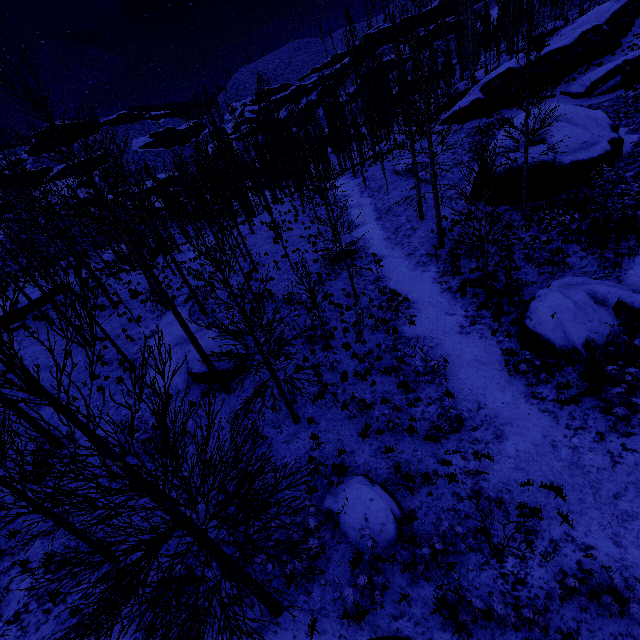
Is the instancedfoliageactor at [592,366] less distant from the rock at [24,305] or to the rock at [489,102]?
the rock at [489,102]

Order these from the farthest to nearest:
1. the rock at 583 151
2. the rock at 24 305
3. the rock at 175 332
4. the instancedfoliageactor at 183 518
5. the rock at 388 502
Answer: the rock at 24 305, the rock at 583 151, the rock at 175 332, the rock at 388 502, the instancedfoliageactor at 183 518

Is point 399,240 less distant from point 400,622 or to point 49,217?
point 400,622

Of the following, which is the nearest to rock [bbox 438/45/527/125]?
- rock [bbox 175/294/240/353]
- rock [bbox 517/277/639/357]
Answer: rock [bbox 517/277/639/357]

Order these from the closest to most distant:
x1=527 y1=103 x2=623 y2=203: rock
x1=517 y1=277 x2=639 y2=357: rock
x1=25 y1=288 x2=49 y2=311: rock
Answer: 1. x1=517 y1=277 x2=639 y2=357: rock
2. x1=527 y1=103 x2=623 y2=203: rock
3. x1=25 y1=288 x2=49 y2=311: rock

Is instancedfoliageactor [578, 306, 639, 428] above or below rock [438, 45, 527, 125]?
below

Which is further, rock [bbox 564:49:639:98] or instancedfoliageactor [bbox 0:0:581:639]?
rock [bbox 564:49:639:98]

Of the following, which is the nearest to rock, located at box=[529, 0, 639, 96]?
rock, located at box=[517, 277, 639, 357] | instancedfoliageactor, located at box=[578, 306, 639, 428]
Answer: instancedfoliageactor, located at box=[578, 306, 639, 428]
